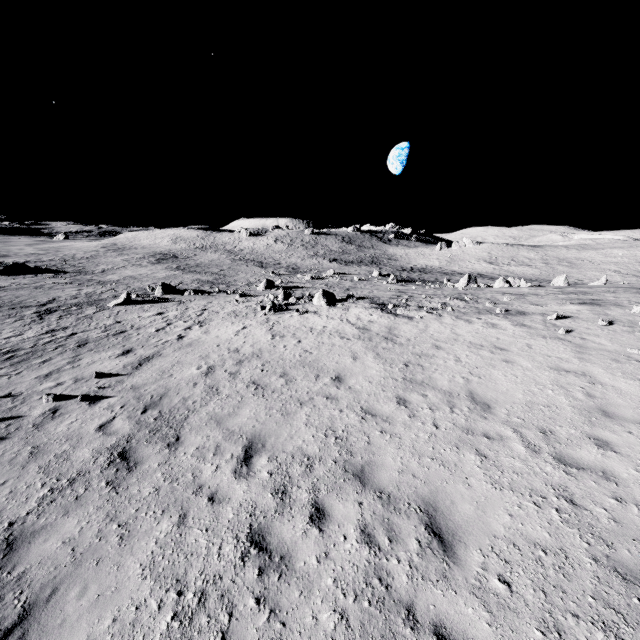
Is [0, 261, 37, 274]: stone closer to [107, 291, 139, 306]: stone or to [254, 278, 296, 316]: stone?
[107, 291, 139, 306]: stone

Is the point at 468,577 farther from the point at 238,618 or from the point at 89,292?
the point at 89,292

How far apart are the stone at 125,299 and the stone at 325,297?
16.4m

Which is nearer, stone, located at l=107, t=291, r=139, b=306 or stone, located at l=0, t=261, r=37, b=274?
stone, located at l=107, t=291, r=139, b=306

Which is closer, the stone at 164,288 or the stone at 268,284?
the stone at 268,284

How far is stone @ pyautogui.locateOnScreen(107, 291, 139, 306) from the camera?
27.1 meters

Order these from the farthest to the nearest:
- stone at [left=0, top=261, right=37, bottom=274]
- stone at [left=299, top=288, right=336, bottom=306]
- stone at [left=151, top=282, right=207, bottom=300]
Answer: stone at [left=0, top=261, right=37, bottom=274]
stone at [left=151, top=282, right=207, bottom=300]
stone at [left=299, top=288, right=336, bottom=306]

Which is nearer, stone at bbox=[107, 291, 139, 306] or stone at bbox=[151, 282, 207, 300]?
stone at bbox=[107, 291, 139, 306]
